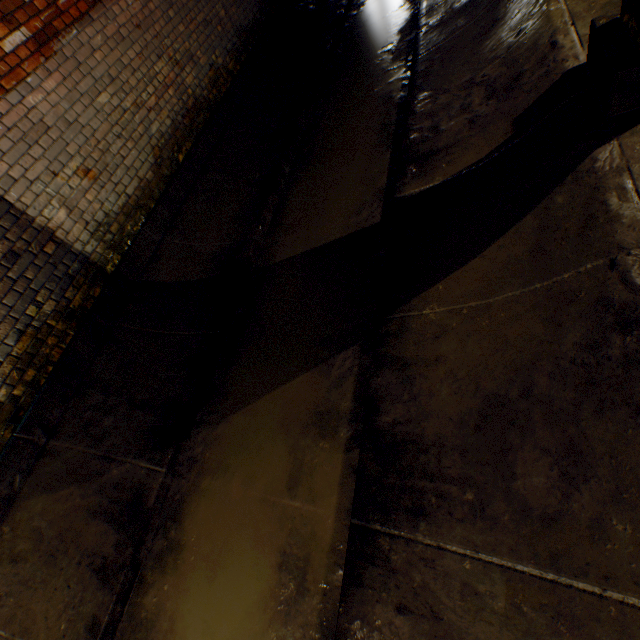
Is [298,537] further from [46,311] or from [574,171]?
[46,311]
